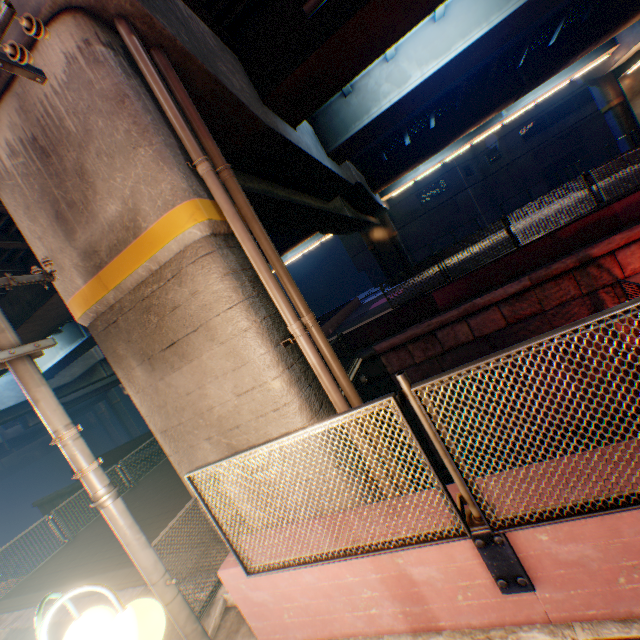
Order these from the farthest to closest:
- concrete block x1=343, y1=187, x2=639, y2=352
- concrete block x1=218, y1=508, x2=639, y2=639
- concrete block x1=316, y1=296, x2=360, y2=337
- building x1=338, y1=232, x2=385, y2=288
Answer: building x1=338, y1=232, x2=385, y2=288
concrete block x1=316, y1=296, x2=360, y2=337
concrete block x1=343, y1=187, x2=639, y2=352
concrete block x1=218, y1=508, x2=639, y2=639

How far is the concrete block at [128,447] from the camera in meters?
19.5

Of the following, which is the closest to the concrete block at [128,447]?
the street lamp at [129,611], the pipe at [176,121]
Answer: the pipe at [176,121]

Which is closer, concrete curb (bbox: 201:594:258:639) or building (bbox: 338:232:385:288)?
concrete curb (bbox: 201:594:258:639)

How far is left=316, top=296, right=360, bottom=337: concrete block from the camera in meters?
24.9 m

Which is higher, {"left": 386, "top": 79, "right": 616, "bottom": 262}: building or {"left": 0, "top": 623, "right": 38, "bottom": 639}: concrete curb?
{"left": 386, "top": 79, "right": 616, "bottom": 262}: building

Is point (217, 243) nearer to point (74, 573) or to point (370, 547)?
point (370, 547)

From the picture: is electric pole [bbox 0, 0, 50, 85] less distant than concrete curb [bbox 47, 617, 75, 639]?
Yes
